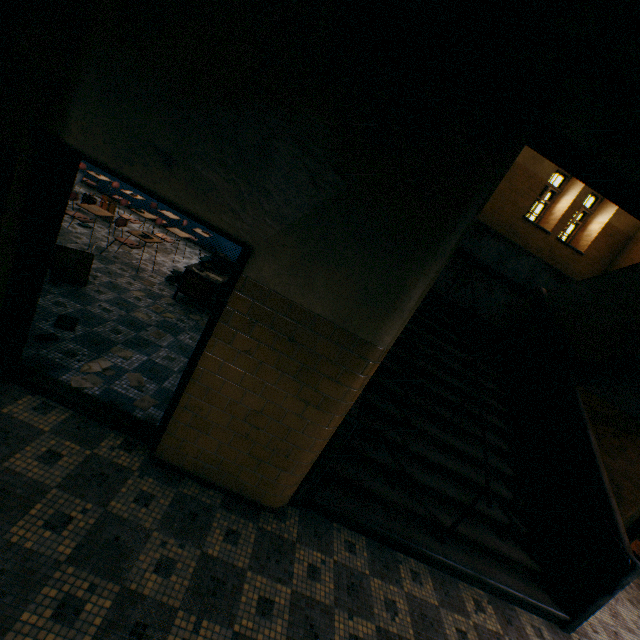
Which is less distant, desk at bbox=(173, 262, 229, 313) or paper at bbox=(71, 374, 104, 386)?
paper at bbox=(71, 374, 104, 386)

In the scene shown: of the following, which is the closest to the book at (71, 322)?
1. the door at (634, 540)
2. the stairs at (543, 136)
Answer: the stairs at (543, 136)

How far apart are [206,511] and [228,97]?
3.27m

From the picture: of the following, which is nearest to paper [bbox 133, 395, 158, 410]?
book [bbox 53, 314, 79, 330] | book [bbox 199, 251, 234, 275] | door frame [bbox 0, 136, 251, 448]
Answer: door frame [bbox 0, 136, 251, 448]

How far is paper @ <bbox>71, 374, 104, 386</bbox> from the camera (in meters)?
3.31

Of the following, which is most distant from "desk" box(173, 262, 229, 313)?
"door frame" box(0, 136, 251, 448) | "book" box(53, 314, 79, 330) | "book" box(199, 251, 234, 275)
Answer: "door frame" box(0, 136, 251, 448)

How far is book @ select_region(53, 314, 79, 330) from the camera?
3.90m

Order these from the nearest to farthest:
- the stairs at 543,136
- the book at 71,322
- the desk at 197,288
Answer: the stairs at 543,136 → the book at 71,322 → the desk at 197,288
